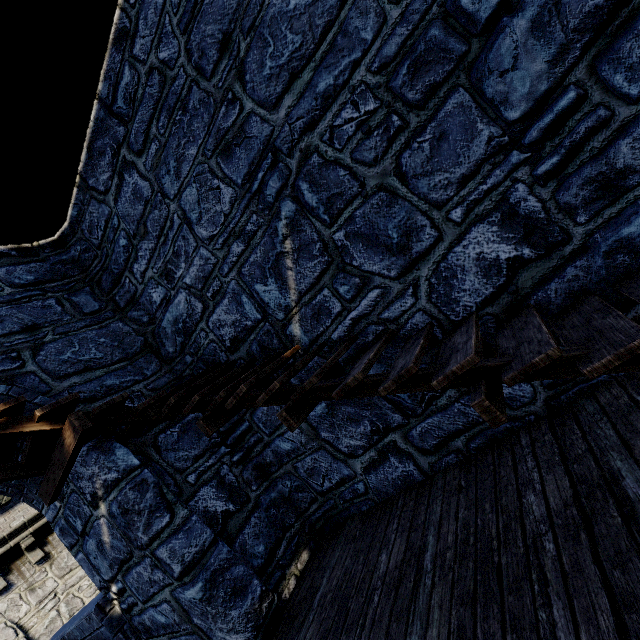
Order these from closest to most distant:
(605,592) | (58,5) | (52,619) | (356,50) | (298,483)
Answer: (605,592), (356,50), (58,5), (298,483), (52,619)
